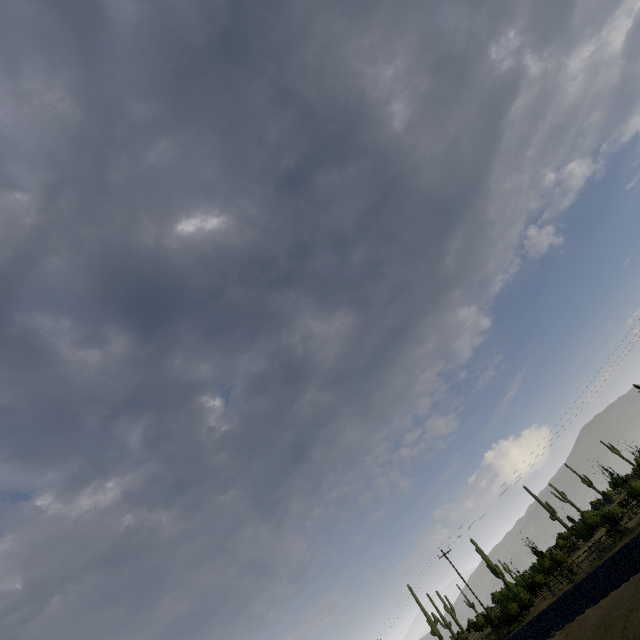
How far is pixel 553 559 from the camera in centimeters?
3469cm
